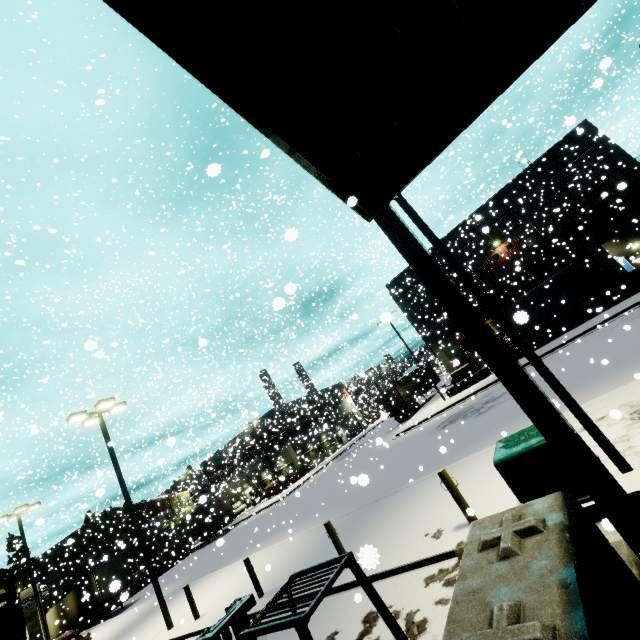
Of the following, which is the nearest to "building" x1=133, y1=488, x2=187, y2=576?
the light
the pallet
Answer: the pallet

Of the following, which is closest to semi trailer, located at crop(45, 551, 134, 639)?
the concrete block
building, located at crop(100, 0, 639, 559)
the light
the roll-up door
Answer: building, located at crop(100, 0, 639, 559)

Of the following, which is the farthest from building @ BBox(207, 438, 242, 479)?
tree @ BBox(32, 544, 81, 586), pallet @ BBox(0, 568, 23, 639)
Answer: pallet @ BBox(0, 568, 23, 639)

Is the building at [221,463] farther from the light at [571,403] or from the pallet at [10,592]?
the light at [571,403]

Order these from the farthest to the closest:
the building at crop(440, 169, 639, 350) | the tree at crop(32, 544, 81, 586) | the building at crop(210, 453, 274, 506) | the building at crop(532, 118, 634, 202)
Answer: the building at crop(210, 453, 274, 506) < the tree at crop(32, 544, 81, 586) < the building at crop(532, 118, 634, 202) < the building at crop(440, 169, 639, 350)

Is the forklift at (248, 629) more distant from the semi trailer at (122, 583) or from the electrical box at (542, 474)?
the electrical box at (542, 474)

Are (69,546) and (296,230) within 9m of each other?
no

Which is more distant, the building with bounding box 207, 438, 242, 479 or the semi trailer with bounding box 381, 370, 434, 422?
the building with bounding box 207, 438, 242, 479
